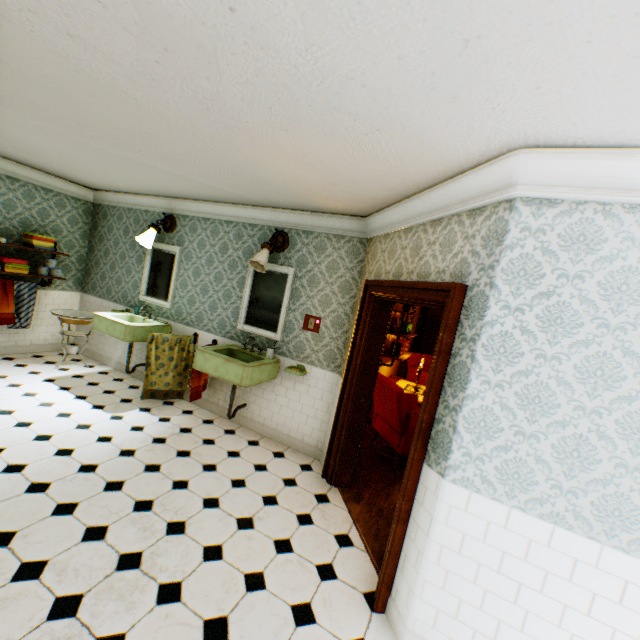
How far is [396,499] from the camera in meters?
3.8 m

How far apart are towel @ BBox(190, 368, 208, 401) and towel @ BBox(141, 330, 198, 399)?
0.3 meters

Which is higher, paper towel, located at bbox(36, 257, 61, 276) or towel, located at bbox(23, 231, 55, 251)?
towel, located at bbox(23, 231, 55, 251)

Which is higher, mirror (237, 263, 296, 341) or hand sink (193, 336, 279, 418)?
mirror (237, 263, 296, 341)

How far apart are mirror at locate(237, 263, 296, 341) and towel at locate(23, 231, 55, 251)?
3.62m

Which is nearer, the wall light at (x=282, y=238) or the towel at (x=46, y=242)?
the wall light at (x=282, y=238)

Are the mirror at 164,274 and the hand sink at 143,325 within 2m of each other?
yes

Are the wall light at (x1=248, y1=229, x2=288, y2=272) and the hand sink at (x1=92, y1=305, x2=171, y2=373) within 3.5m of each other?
yes
